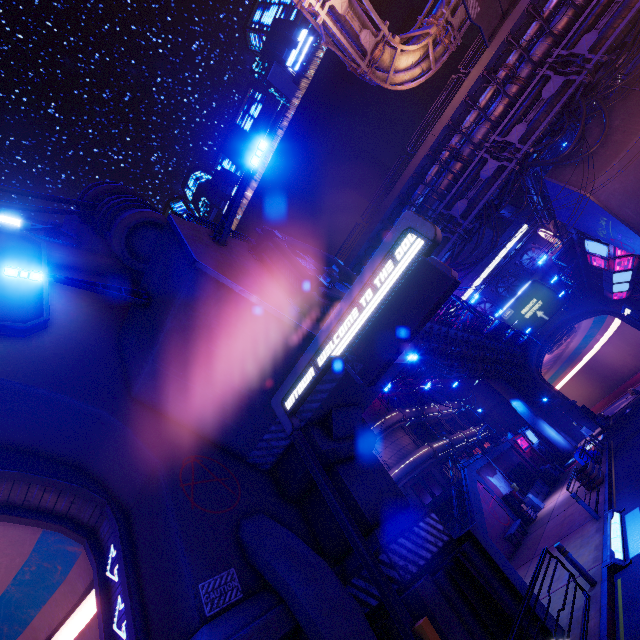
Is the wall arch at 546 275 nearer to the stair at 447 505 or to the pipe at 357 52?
the pipe at 357 52

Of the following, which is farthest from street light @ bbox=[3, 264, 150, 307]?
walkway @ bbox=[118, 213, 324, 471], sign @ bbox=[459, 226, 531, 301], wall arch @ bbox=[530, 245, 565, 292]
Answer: sign @ bbox=[459, 226, 531, 301]

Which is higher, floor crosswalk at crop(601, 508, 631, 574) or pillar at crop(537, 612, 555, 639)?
pillar at crop(537, 612, 555, 639)

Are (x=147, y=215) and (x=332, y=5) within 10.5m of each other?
no

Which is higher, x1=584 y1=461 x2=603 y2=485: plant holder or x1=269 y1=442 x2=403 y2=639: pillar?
x1=269 y1=442 x2=403 y2=639: pillar

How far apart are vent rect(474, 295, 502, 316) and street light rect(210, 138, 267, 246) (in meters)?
52.98

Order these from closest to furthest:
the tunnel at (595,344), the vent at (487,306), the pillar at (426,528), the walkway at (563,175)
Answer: the pillar at (426,528) < the walkway at (563,175) < the tunnel at (595,344) < the vent at (487,306)

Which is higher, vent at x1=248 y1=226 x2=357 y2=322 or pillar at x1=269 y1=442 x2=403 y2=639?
vent at x1=248 y1=226 x2=357 y2=322
